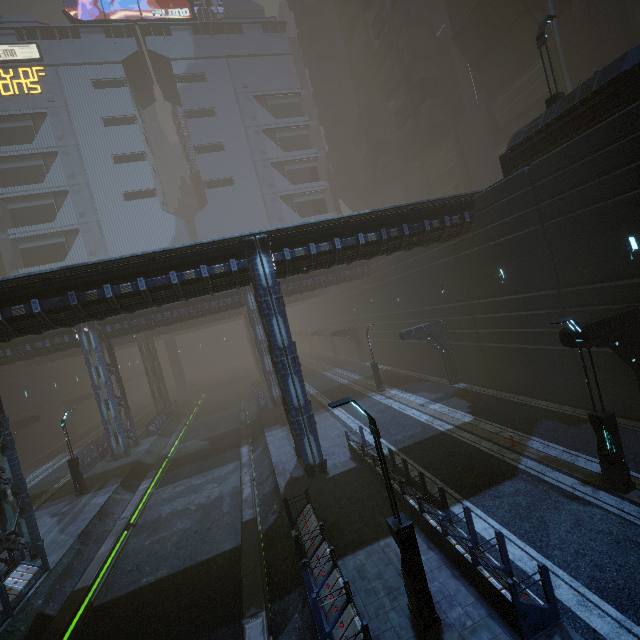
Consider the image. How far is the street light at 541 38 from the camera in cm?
1555

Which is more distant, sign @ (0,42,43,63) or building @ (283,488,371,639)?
sign @ (0,42,43,63)

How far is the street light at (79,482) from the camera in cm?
2106

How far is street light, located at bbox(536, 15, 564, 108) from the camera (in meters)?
15.55

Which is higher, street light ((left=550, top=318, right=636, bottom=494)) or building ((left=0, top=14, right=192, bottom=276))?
building ((left=0, top=14, right=192, bottom=276))

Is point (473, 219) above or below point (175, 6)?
below

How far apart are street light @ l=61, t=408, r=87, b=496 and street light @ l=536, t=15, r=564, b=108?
32.71m

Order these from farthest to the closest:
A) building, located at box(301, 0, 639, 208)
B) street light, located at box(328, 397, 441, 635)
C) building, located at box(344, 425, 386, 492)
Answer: building, located at box(301, 0, 639, 208) < building, located at box(344, 425, 386, 492) < street light, located at box(328, 397, 441, 635)
